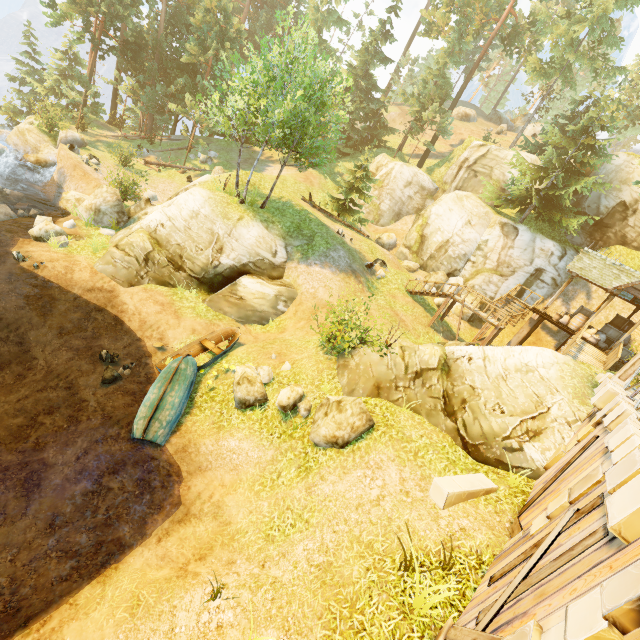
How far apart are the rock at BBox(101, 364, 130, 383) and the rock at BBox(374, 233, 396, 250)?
23.5m

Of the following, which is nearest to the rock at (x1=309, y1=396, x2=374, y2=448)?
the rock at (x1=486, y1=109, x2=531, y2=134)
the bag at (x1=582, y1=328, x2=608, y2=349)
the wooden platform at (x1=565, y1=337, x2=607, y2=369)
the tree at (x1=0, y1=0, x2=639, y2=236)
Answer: the wooden platform at (x1=565, y1=337, x2=607, y2=369)

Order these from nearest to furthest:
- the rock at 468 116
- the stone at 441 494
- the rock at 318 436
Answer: the stone at 441 494
the rock at 318 436
the rock at 468 116

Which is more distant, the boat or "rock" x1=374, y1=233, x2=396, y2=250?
"rock" x1=374, y1=233, x2=396, y2=250

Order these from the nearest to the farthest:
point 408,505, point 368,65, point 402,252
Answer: point 408,505 < point 402,252 < point 368,65

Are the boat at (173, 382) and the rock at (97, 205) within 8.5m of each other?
no

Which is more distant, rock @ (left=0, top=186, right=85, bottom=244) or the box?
the box

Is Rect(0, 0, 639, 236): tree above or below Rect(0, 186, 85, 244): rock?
above
